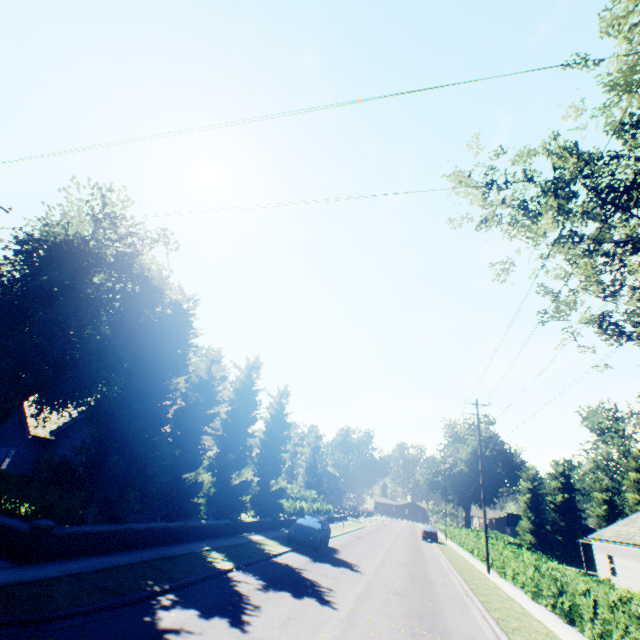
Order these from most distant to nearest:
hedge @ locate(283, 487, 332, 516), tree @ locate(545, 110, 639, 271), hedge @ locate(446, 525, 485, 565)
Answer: hedge @ locate(283, 487, 332, 516) → hedge @ locate(446, 525, 485, 565) → tree @ locate(545, 110, 639, 271)

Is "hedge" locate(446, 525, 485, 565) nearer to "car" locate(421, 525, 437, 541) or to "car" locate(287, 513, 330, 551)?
"car" locate(421, 525, 437, 541)

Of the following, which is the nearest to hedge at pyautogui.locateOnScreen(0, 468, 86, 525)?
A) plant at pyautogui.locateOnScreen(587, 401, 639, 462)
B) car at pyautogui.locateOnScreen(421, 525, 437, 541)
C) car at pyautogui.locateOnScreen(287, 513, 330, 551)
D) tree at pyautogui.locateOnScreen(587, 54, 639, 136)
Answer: tree at pyautogui.locateOnScreen(587, 54, 639, 136)

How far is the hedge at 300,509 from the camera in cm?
2894

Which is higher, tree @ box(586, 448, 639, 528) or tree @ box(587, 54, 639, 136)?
tree @ box(587, 54, 639, 136)

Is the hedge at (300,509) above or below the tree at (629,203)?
below

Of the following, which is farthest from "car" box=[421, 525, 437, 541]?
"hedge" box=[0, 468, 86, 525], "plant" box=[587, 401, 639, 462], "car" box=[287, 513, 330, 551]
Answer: "car" box=[287, 513, 330, 551]

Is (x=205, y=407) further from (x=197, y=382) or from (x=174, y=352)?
(x=174, y=352)
